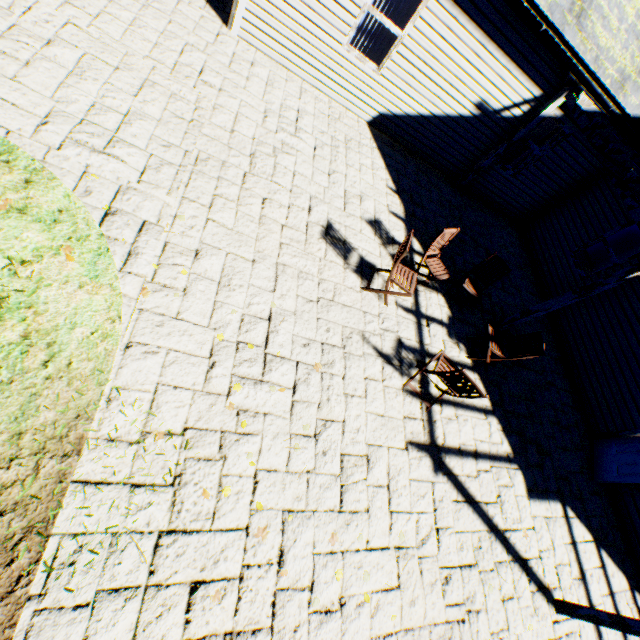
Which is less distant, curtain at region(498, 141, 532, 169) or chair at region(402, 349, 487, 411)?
chair at region(402, 349, 487, 411)

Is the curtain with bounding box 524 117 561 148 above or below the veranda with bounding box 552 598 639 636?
above

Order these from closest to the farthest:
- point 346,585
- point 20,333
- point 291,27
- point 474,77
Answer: point 20,333
point 346,585
point 291,27
point 474,77

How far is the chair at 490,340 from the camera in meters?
5.8

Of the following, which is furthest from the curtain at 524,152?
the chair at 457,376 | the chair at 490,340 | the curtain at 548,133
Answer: the chair at 457,376

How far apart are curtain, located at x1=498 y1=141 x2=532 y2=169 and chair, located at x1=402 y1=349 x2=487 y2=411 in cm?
717

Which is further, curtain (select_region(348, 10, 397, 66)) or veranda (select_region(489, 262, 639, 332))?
curtain (select_region(348, 10, 397, 66))

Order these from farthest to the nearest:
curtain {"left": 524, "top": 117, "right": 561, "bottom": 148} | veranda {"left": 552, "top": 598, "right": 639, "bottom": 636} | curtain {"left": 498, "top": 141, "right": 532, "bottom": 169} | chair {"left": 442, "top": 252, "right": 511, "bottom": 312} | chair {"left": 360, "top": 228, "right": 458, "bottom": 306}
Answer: curtain {"left": 498, "top": 141, "right": 532, "bottom": 169} → curtain {"left": 524, "top": 117, "right": 561, "bottom": 148} → chair {"left": 442, "top": 252, "right": 511, "bottom": 312} → chair {"left": 360, "top": 228, "right": 458, "bottom": 306} → veranda {"left": 552, "top": 598, "right": 639, "bottom": 636}
